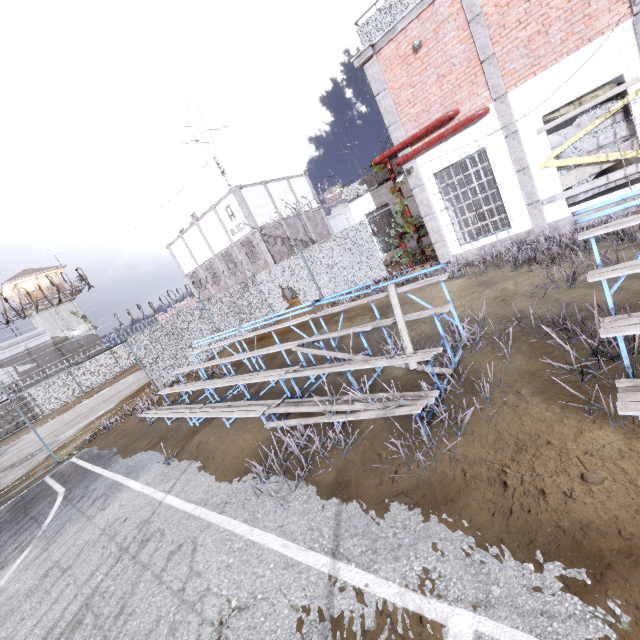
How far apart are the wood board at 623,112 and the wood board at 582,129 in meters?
0.1

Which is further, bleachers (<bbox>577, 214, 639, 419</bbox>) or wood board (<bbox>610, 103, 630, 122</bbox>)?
wood board (<bbox>610, 103, 630, 122</bbox>)

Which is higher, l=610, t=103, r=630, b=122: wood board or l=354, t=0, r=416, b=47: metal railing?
l=354, t=0, r=416, b=47: metal railing

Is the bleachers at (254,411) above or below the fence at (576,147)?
below

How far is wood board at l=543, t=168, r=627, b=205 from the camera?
8.1m

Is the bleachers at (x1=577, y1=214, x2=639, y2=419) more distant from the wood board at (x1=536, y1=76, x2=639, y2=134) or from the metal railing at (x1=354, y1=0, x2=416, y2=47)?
the metal railing at (x1=354, y1=0, x2=416, y2=47)

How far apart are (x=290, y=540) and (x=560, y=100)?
11.19m

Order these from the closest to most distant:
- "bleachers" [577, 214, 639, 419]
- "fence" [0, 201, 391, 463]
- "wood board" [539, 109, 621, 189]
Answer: "bleachers" [577, 214, 639, 419] → "wood board" [539, 109, 621, 189] → "fence" [0, 201, 391, 463]
